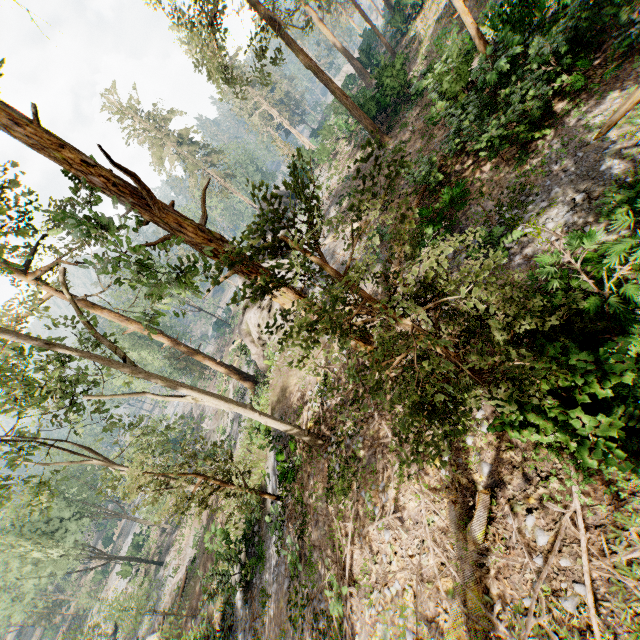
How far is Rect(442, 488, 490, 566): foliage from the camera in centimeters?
652cm

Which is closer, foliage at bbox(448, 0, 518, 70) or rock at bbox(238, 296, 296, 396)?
foliage at bbox(448, 0, 518, 70)

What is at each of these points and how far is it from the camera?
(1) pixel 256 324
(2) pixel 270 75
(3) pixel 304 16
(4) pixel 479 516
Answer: (1) rock, 21.05m
(2) foliage, 19.44m
(3) foliage, 36.88m
(4) foliage, 6.48m

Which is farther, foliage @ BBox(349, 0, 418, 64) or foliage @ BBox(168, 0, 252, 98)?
foliage @ BBox(349, 0, 418, 64)

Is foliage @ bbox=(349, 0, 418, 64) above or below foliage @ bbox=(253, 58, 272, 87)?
below

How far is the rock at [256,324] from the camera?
20.7 meters

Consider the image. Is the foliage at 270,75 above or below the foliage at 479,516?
above
